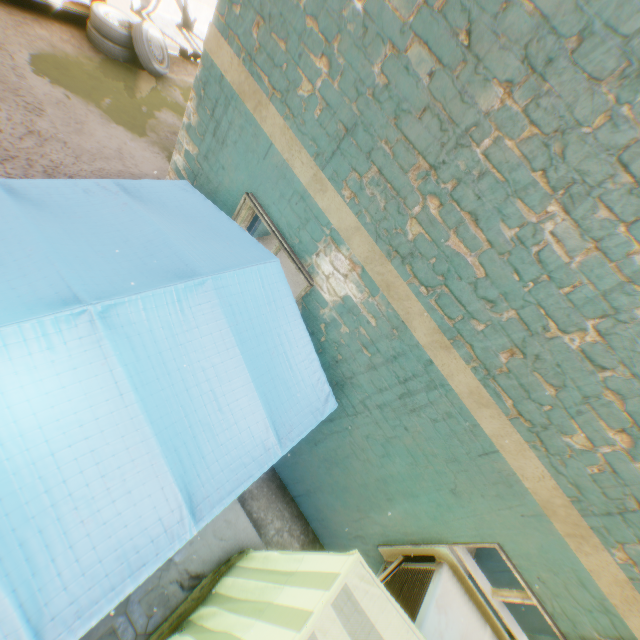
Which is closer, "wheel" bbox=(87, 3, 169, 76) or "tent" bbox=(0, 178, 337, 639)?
"tent" bbox=(0, 178, 337, 639)

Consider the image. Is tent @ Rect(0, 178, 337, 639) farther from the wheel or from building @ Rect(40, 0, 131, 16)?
the wheel

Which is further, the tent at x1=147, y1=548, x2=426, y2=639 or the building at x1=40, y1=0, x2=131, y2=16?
the building at x1=40, y1=0, x2=131, y2=16

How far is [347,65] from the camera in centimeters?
212cm

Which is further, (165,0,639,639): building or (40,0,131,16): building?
(40,0,131,16): building

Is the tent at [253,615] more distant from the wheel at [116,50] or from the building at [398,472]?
the wheel at [116,50]

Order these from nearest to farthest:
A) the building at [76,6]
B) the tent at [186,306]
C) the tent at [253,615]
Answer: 1. the tent at [186,306]
2. the tent at [253,615]
3. the building at [76,6]

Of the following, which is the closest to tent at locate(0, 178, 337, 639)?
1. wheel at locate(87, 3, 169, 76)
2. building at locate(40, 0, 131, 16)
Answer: building at locate(40, 0, 131, 16)
